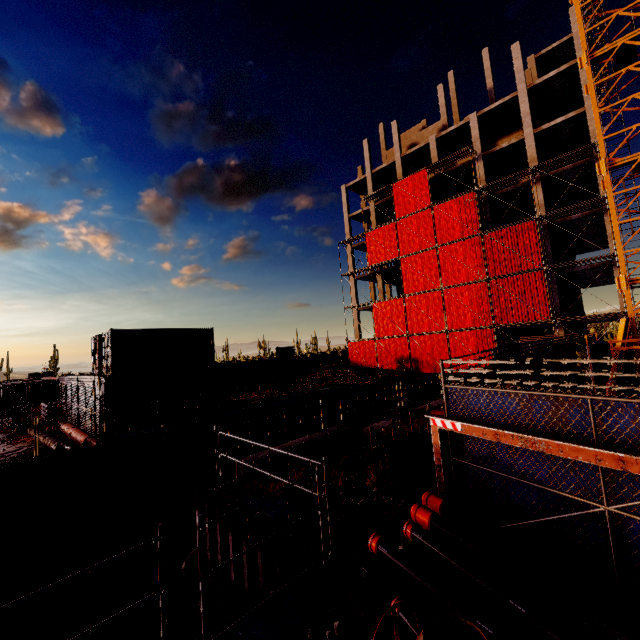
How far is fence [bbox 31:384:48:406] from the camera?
27.4 meters

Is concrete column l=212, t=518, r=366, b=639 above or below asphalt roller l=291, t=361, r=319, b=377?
below

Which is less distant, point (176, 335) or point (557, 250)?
point (176, 335)

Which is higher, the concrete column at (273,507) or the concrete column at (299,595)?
the concrete column at (273,507)

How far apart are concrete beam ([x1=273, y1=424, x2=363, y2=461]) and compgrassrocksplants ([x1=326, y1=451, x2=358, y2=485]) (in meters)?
0.10

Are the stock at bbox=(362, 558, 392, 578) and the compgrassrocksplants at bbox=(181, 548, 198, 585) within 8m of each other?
no

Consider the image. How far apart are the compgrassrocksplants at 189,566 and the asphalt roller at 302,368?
17.80m

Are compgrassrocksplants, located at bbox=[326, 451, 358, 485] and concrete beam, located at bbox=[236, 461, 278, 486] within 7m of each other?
yes
